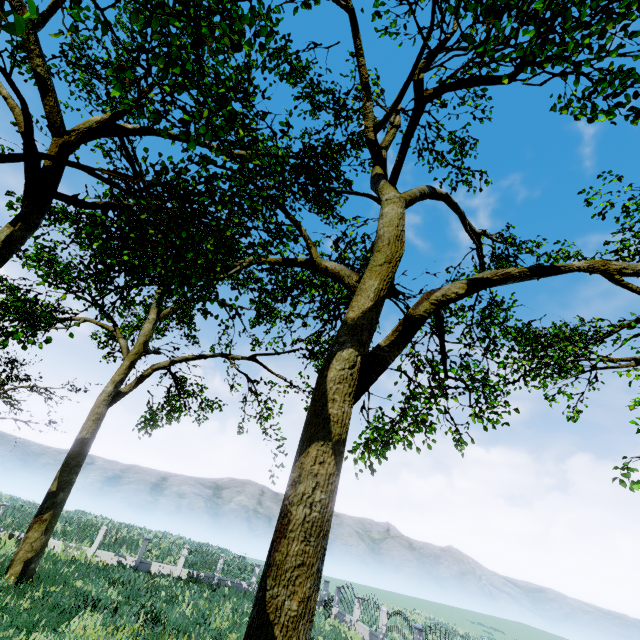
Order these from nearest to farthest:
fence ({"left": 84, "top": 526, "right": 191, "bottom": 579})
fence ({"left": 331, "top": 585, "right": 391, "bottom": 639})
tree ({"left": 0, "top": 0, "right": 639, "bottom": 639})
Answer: tree ({"left": 0, "top": 0, "right": 639, "bottom": 639}) < fence ({"left": 331, "top": 585, "right": 391, "bottom": 639}) < fence ({"left": 84, "top": 526, "right": 191, "bottom": 579})

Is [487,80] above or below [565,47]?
above

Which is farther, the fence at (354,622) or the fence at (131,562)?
the fence at (131,562)

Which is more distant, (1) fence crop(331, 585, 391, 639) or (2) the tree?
(1) fence crop(331, 585, 391, 639)

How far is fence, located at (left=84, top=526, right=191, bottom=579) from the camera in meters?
22.8

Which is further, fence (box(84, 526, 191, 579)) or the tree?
fence (box(84, 526, 191, 579))

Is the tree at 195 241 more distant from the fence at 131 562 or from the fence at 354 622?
the fence at 131 562

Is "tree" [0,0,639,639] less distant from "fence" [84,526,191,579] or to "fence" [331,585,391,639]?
"fence" [331,585,391,639]
